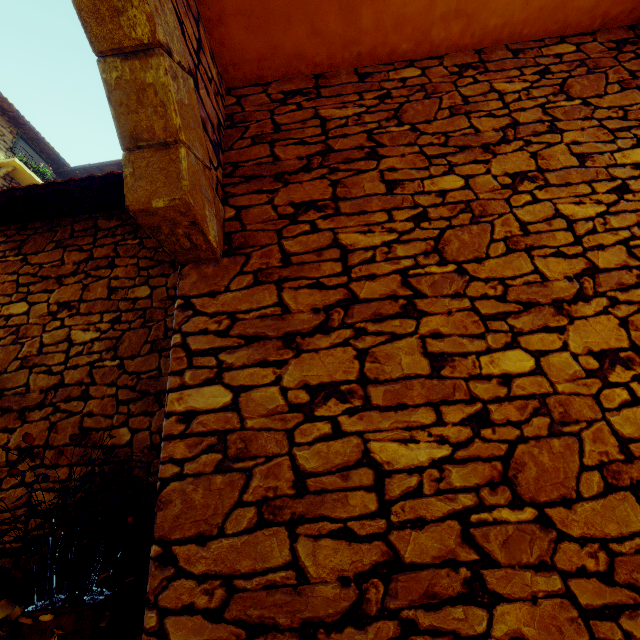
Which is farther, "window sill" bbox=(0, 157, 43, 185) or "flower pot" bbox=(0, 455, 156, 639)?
"window sill" bbox=(0, 157, 43, 185)

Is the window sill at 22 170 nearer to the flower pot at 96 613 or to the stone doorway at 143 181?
the stone doorway at 143 181

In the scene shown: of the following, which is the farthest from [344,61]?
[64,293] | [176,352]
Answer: [64,293]

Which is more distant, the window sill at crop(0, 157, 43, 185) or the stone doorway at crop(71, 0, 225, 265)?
the window sill at crop(0, 157, 43, 185)

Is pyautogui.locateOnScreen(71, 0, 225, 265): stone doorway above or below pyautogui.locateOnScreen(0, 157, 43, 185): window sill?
below

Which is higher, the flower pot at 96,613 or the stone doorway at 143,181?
the stone doorway at 143,181

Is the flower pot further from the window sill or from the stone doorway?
the window sill
